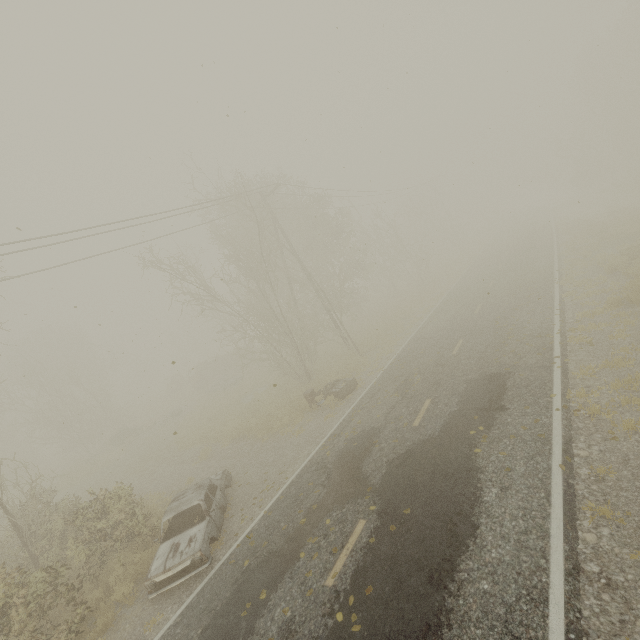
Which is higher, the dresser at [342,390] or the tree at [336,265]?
the tree at [336,265]

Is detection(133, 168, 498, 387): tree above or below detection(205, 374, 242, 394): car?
above

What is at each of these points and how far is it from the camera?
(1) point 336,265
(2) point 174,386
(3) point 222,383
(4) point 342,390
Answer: (1) tree, 34.19m
(2) truck, 42.34m
(3) car, 29.95m
(4) dresser, 15.20m

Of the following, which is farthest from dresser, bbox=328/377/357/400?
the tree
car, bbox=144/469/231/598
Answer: the tree

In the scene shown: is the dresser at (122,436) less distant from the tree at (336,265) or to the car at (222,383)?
the car at (222,383)

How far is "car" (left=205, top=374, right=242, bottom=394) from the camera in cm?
2934

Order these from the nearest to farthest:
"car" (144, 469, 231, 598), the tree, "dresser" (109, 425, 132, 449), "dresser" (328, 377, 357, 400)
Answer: "car" (144, 469, 231, 598)
"dresser" (328, 377, 357, 400)
the tree
"dresser" (109, 425, 132, 449)

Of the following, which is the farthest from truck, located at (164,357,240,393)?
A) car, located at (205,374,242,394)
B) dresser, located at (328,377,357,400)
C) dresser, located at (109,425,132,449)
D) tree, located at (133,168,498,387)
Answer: dresser, located at (328,377,357,400)
